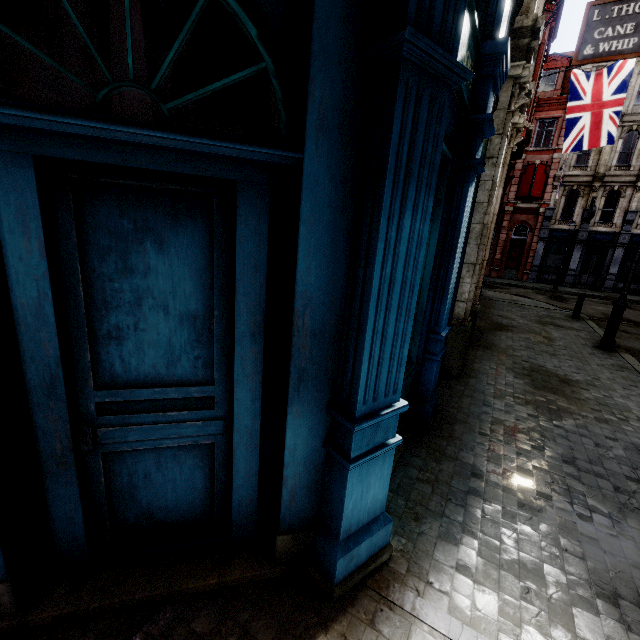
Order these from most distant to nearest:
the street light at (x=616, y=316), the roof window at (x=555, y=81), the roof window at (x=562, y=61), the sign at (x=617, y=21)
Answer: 1. the roof window at (x=555, y=81)
2. the roof window at (x=562, y=61)
3. the street light at (x=616, y=316)
4. the sign at (x=617, y=21)

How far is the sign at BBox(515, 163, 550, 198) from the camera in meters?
25.3

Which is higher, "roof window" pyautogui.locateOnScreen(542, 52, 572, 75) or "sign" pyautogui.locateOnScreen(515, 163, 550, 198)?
"roof window" pyautogui.locateOnScreen(542, 52, 572, 75)

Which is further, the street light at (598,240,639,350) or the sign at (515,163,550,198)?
the sign at (515,163,550,198)

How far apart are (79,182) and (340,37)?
1.60m

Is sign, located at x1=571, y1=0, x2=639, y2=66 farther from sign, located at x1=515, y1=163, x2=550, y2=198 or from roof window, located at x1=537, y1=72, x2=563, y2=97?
roof window, located at x1=537, y1=72, x2=563, y2=97

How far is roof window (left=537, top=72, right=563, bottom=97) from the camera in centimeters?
2494cm

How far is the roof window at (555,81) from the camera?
24.94m
